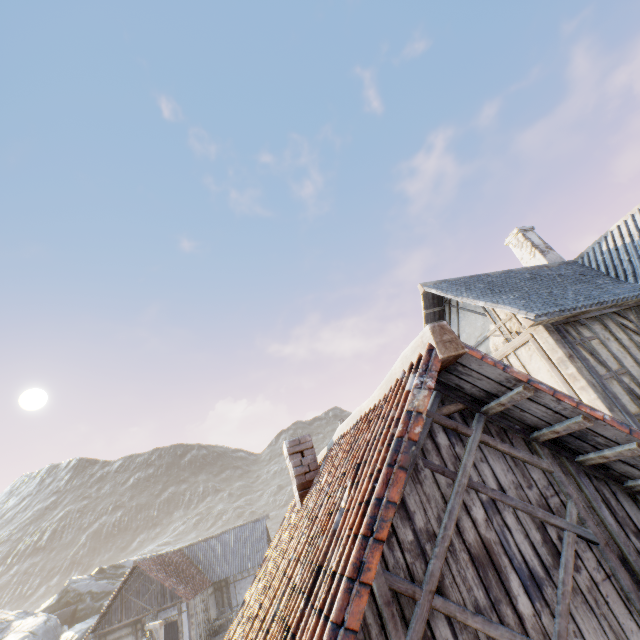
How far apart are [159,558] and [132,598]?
2.89m

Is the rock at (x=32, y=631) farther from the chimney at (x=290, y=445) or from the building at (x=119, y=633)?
the chimney at (x=290, y=445)

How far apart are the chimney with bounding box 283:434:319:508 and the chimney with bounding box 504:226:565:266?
11.8 meters

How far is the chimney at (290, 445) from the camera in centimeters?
596cm

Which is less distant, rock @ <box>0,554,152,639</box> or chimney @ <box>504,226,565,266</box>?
chimney @ <box>504,226,565,266</box>

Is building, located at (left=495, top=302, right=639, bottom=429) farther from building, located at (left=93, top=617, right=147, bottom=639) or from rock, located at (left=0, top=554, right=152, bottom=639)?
rock, located at (left=0, top=554, right=152, bottom=639)

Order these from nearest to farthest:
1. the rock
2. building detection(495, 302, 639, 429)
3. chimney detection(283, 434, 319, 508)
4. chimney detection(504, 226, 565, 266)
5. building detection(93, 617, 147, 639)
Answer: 1. chimney detection(283, 434, 319, 508)
2. building detection(495, 302, 639, 429)
3. chimney detection(504, 226, 565, 266)
4. building detection(93, 617, 147, 639)
5. the rock

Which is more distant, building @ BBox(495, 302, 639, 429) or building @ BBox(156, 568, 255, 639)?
building @ BBox(156, 568, 255, 639)
